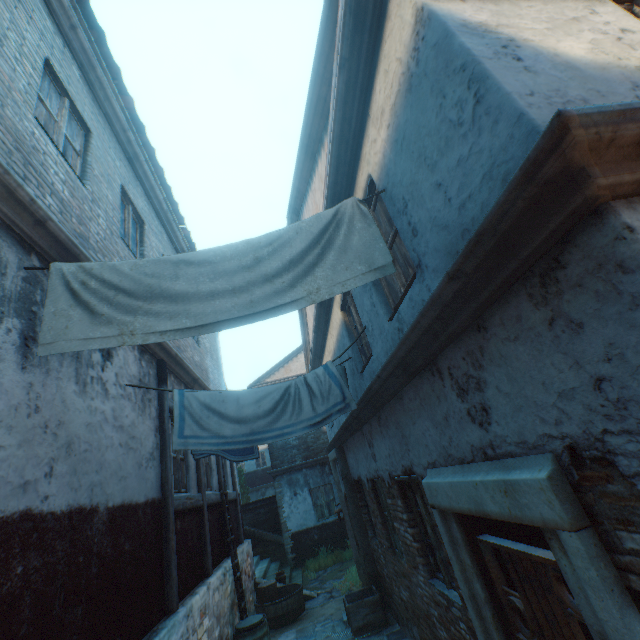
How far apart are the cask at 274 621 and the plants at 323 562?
2.8 meters

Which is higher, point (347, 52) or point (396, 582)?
point (347, 52)

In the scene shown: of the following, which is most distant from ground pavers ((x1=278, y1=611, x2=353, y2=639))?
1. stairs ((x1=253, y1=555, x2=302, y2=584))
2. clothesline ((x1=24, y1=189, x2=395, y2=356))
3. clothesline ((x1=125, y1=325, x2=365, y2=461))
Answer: clothesline ((x1=24, y1=189, x2=395, y2=356))

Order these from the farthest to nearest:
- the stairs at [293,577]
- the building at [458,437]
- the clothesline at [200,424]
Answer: the stairs at [293,577]
the clothesline at [200,424]
the building at [458,437]

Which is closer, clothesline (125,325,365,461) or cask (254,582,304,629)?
clothesline (125,325,365,461)

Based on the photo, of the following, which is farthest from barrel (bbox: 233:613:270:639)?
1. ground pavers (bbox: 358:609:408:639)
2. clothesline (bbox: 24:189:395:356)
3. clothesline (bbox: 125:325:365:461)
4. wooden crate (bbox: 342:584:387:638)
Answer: clothesline (bbox: 24:189:395:356)

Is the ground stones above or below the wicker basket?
below

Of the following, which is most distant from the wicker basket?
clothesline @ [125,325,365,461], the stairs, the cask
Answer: clothesline @ [125,325,365,461]
